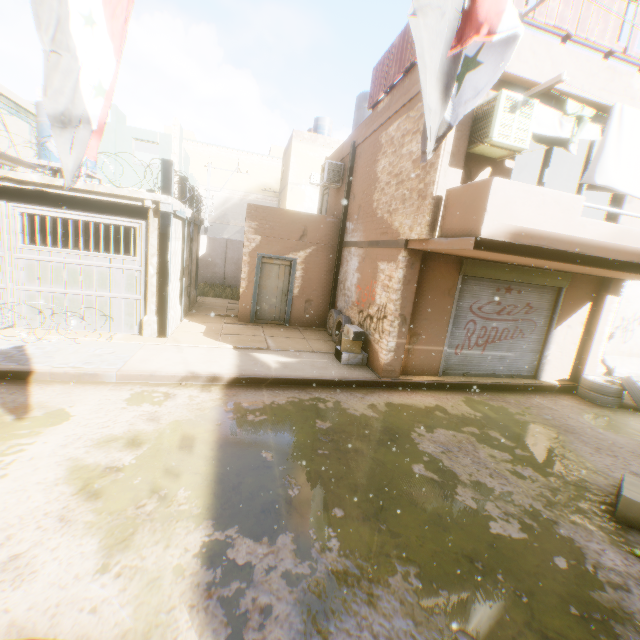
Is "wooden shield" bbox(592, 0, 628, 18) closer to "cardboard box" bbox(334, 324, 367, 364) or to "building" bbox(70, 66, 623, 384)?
"building" bbox(70, 66, 623, 384)

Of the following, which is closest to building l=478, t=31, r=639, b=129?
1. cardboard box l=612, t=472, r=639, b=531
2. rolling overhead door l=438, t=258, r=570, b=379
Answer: rolling overhead door l=438, t=258, r=570, b=379

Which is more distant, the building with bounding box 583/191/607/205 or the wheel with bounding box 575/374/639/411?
the building with bounding box 583/191/607/205

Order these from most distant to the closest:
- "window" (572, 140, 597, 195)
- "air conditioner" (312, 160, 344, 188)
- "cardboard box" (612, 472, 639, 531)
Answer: "air conditioner" (312, 160, 344, 188), "window" (572, 140, 597, 195), "cardboard box" (612, 472, 639, 531)

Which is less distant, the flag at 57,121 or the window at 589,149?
the flag at 57,121

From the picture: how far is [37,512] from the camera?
3.3 meters

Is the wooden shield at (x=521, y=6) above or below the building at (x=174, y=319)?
above

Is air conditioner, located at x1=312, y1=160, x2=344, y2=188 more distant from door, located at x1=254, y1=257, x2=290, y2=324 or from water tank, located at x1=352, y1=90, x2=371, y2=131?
door, located at x1=254, y1=257, x2=290, y2=324
